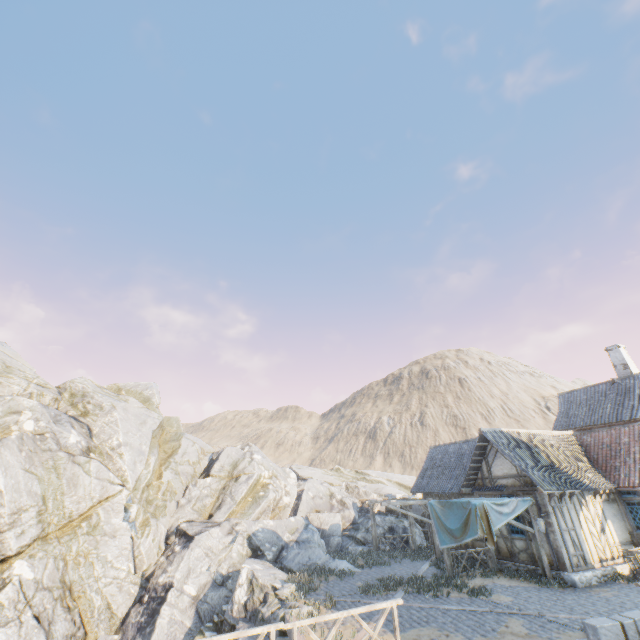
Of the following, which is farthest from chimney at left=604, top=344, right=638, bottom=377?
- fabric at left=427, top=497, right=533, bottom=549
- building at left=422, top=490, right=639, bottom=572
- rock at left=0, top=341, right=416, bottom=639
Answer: rock at left=0, top=341, right=416, bottom=639

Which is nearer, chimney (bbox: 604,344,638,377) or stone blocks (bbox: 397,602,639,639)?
stone blocks (bbox: 397,602,639,639)

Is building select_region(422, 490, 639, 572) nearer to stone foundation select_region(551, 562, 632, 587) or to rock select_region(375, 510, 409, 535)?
stone foundation select_region(551, 562, 632, 587)

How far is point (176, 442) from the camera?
25.9 meters

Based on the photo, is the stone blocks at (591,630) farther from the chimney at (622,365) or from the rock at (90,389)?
the chimney at (622,365)

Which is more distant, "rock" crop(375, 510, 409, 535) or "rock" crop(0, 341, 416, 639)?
"rock" crop(375, 510, 409, 535)

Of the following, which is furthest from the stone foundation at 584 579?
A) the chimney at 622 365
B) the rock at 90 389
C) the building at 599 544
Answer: the chimney at 622 365

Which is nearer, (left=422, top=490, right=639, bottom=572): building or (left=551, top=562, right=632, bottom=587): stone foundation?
(left=551, top=562, right=632, bottom=587): stone foundation
